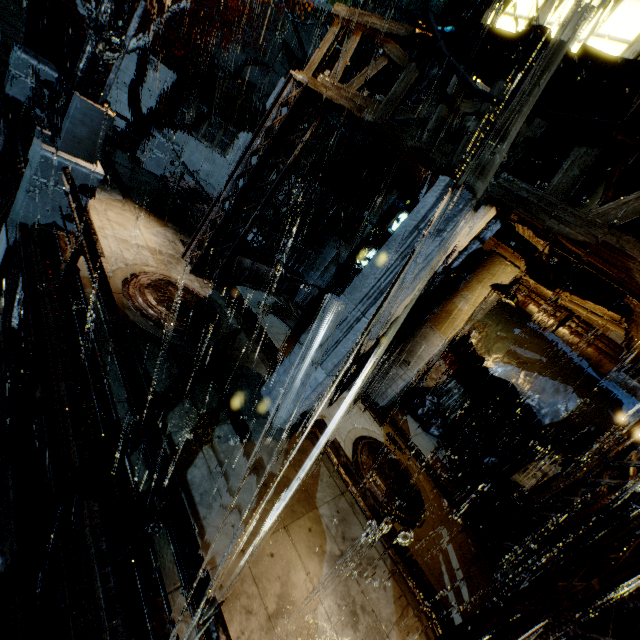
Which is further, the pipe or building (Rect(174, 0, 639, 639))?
building (Rect(174, 0, 639, 639))

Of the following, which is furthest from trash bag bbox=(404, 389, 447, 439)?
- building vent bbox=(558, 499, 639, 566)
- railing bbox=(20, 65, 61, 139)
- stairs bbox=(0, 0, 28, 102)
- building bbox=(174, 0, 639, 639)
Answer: stairs bbox=(0, 0, 28, 102)

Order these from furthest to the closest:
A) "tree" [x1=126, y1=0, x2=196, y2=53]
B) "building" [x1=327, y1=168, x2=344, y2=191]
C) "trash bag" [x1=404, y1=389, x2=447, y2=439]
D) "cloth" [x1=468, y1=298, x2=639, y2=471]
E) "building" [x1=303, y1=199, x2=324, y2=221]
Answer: "building" [x1=303, y1=199, x2=324, y2=221]
"building" [x1=327, y1=168, x2=344, y2=191]
"tree" [x1=126, y1=0, x2=196, y2=53]
"trash bag" [x1=404, y1=389, x2=447, y2=439]
"cloth" [x1=468, y1=298, x2=639, y2=471]

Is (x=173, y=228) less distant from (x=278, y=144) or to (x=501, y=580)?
(x=278, y=144)

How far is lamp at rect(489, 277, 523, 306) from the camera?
6.87m

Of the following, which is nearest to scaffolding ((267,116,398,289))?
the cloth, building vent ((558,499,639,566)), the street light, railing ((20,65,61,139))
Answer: the street light

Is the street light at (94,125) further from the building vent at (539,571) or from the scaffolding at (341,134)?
the building vent at (539,571)

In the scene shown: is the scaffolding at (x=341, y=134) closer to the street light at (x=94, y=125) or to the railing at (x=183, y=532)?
the street light at (x=94, y=125)
